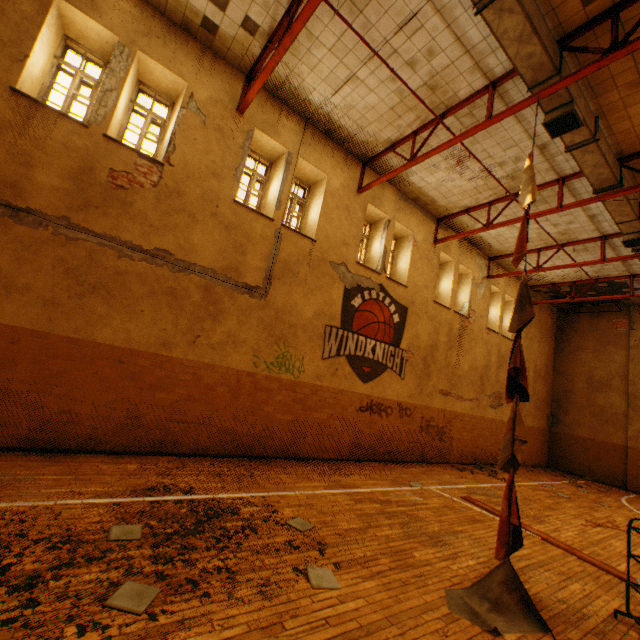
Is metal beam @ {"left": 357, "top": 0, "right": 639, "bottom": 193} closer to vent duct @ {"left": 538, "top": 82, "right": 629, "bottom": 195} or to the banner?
vent duct @ {"left": 538, "top": 82, "right": 629, "bottom": 195}

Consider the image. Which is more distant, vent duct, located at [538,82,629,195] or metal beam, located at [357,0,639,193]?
vent duct, located at [538,82,629,195]

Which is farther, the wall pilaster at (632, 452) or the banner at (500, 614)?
the wall pilaster at (632, 452)

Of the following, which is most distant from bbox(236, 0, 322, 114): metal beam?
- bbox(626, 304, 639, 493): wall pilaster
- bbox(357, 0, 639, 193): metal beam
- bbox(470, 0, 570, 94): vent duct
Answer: bbox(626, 304, 639, 493): wall pilaster

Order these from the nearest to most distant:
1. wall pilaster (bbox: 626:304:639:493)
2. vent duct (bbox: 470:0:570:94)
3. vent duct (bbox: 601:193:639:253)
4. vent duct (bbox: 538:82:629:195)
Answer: vent duct (bbox: 470:0:570:94) < vent duct (bbox: 538:82:629:195) < vent duct (bbox: 601:193:639:253) < wall pilaster (bbox: 626:304:639:493)

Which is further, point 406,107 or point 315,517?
point 406,107

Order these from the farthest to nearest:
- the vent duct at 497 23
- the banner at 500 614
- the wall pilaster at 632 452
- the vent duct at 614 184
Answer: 1. the wall pilaster at 632 452
2. the vent duct at 614 184
3. the vent duct at 497 23
4. the banner at 500 614

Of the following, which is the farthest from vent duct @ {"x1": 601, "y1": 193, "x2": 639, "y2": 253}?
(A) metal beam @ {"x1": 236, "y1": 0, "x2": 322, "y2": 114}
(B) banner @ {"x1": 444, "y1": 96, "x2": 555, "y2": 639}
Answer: (B) banner @ {"x1": 444, "y1": 96, "x2": 555, "y2": 639}
